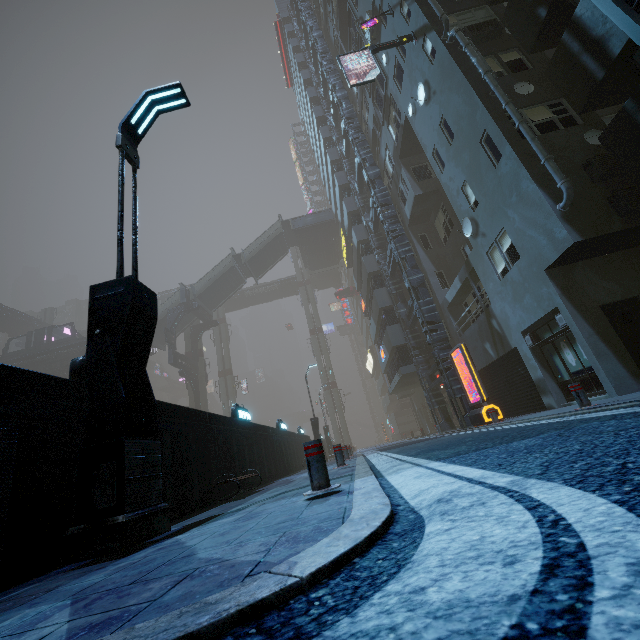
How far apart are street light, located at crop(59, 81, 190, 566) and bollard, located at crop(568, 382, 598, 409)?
8.3m

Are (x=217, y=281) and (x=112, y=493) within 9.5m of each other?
no

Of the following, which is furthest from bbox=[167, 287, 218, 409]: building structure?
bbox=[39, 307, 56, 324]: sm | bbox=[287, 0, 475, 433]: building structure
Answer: bbox=[287, 0, 475, 433]: building structure

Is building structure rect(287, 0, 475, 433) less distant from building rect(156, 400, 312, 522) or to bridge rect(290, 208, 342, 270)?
building rect(156, 400, 312, 522)

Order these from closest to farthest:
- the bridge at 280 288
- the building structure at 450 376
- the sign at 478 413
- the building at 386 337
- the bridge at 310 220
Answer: the sign at 478 413 < the building structure at 450 376 < the building at 386 337 < the bridge at 310 220 < the bridge at 280 288

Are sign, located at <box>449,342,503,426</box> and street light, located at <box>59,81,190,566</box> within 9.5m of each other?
no

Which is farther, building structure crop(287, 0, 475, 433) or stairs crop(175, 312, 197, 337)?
stairs crop(175, 312, 197, 337)

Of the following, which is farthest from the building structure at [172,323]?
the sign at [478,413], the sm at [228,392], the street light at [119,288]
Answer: the street light at [119,288]
